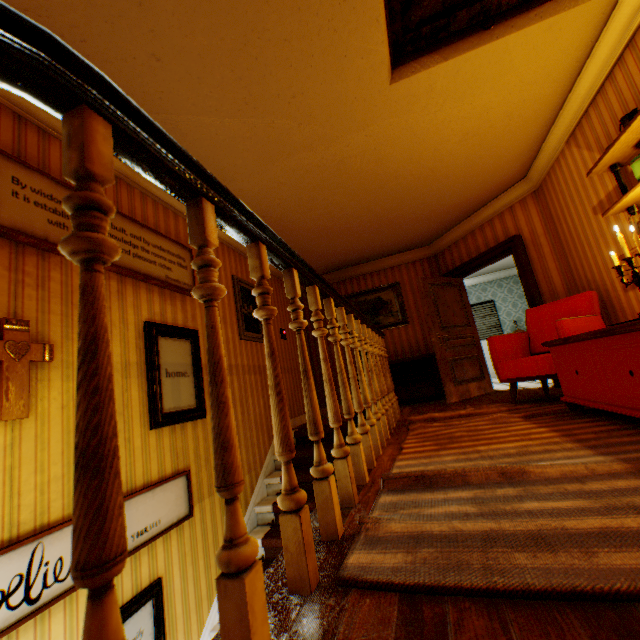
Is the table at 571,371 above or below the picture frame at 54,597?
above

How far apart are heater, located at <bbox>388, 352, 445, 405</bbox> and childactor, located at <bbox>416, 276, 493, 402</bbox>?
0.50m

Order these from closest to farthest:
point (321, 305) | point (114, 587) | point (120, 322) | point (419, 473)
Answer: point (114, 587) < point (419, 473) < point (120, 322) < point (321, 305)

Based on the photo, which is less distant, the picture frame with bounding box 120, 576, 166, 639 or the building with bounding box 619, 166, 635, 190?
the picture frame with bounding box 120, 576, 166, 639

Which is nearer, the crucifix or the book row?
the crucifix

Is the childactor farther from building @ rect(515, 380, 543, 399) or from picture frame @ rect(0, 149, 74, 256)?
picture frame @ rect(0, 149, 74, 256)

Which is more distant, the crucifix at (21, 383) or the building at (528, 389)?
the building at (528, 389)

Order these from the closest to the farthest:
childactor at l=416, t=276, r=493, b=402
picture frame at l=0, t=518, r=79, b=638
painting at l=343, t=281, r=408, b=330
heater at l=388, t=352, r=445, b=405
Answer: picture frame at l=0, t=518, r=79, b=638 → childactor at l=416, t=276, r=493, b=402 → heater at l=388, t=352, r=445, b=405 → painting at l=343, t=281, r=408, b=330
